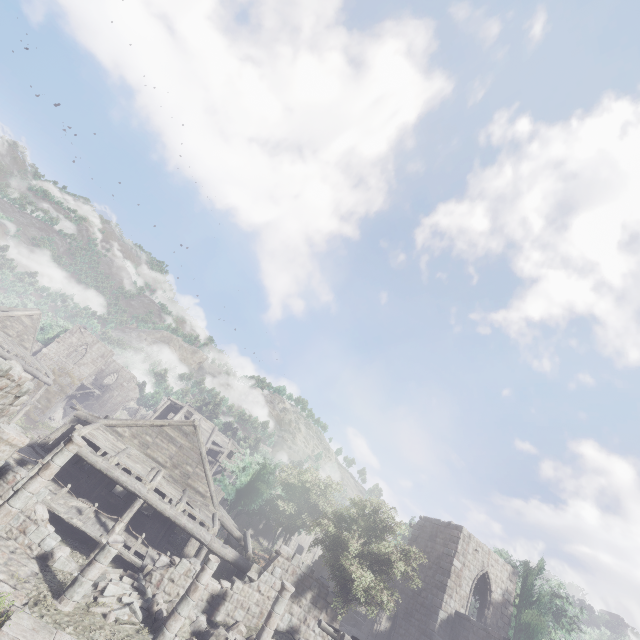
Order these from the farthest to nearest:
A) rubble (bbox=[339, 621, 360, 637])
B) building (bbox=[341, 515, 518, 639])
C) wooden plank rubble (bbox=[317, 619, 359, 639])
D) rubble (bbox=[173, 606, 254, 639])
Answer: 1. rubble (bbox=[339, 621, 360, 637])
2. building (bbox=[341, 515, 518, 639])
3. wooden plank rubble (bbox=[317, 619, 359, 639])
4. rubble (bbox=[173, 606, 254, 639])

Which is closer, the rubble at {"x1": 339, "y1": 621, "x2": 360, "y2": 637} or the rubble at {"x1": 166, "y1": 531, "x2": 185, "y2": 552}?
the rubble at {"x1": 166, "y1": 531, "x2": 185, "y2": 552}

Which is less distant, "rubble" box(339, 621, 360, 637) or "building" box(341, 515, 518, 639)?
"building" box(341, 515, 518, 639)

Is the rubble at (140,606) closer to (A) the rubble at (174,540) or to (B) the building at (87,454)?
(B) the building at (87,454)

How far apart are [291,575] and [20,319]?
30.0m

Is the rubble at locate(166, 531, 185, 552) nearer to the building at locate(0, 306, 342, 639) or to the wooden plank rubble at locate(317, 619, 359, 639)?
the building at locate(0, 306, 342, 639)

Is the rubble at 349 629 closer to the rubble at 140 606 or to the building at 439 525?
the building at 439 525
